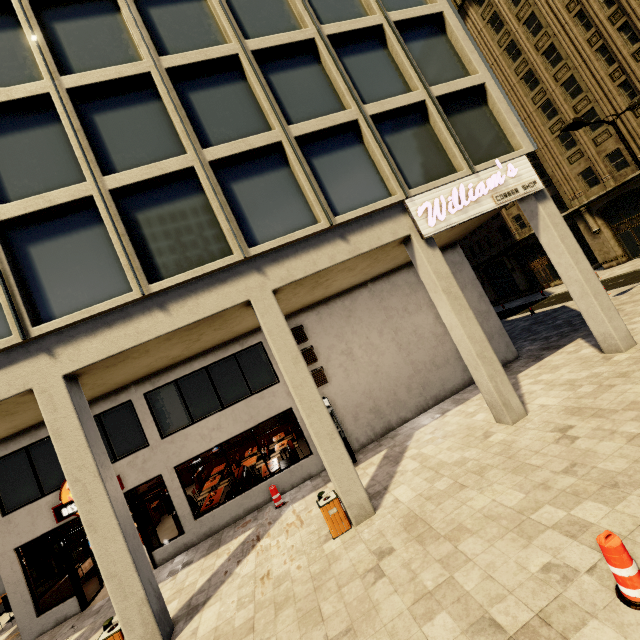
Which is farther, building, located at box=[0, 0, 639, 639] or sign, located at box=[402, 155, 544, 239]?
sign, located at box=[402, 155, 544, 239]

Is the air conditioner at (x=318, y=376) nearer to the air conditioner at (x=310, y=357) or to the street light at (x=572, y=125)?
the air conditioner at (x=310, y=357)

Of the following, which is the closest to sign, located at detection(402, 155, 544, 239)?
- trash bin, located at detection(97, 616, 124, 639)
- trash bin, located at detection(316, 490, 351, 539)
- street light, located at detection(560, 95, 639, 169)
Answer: street light, located at detection(560, 95, 639, 169)

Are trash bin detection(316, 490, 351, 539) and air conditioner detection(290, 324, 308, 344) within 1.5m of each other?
no

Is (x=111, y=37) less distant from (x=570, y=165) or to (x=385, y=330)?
(x=385, y=330)

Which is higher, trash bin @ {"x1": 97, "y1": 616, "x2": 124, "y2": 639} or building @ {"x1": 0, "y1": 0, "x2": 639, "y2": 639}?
building @ {"x1": 0, "y1": 0, "x2": 639, "y2": 639}

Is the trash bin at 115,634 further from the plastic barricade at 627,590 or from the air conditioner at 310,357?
the plastic barricade at 627,590

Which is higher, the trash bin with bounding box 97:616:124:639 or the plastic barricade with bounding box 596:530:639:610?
the trash bin with bounding box 97:616:124:639
